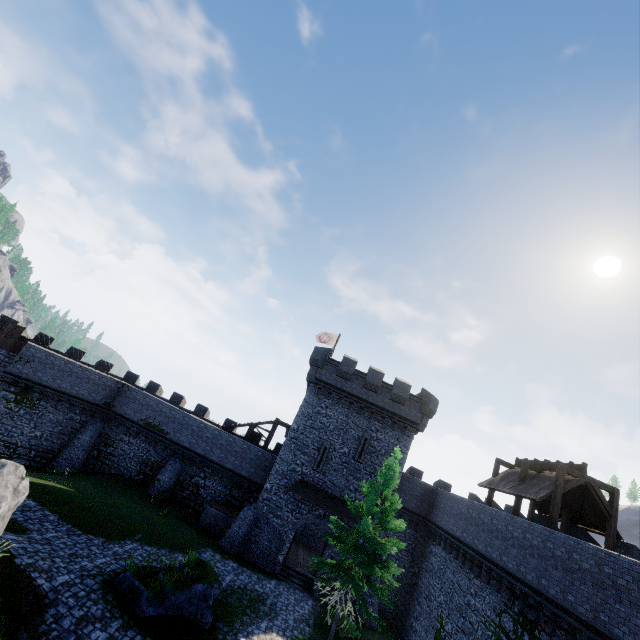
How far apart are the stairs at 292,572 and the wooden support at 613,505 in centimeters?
1617cm

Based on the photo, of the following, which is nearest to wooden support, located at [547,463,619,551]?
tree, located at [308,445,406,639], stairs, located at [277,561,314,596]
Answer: tree, located at [308,445,406,639]

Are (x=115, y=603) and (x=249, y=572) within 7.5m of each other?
no

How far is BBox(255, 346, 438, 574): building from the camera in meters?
25.1

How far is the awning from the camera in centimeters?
2448cm

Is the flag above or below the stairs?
above

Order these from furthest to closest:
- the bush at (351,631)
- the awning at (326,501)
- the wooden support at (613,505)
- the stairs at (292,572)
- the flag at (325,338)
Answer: the flag at (325,338) → the awning at (326,501) → the stairs at (292,572) → the bush at (351,631) → the wooden support at (613,505)

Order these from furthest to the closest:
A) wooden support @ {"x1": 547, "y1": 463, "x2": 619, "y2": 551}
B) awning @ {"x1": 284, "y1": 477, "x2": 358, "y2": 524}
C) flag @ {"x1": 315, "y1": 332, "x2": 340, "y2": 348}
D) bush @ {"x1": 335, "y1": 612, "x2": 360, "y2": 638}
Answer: flag @ {"x1": 315, "y1": 332, "x2": 340, "y2": 348} < awning @ {"x1": 284, "y1": 477, "x2": 358, "y2": 524} < bush @ {"x1": 335, "y1": 612, "x2": 360, "y2": 638} < wooden support @ {"x1": 547, "y1": 463, "x2": 619, "y2": 551}
